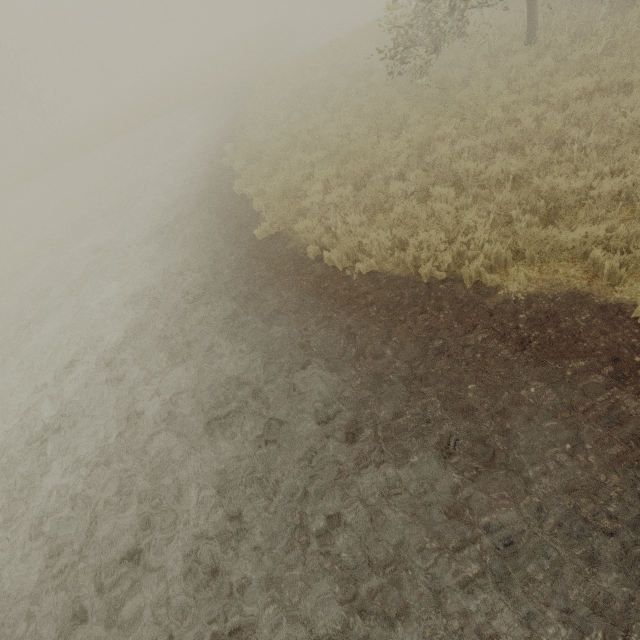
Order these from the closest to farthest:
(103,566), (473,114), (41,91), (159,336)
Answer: (103,566) → (159,336) → (473,114) → (41,91)

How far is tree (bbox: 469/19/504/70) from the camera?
7.91m

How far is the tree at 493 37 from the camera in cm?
791
